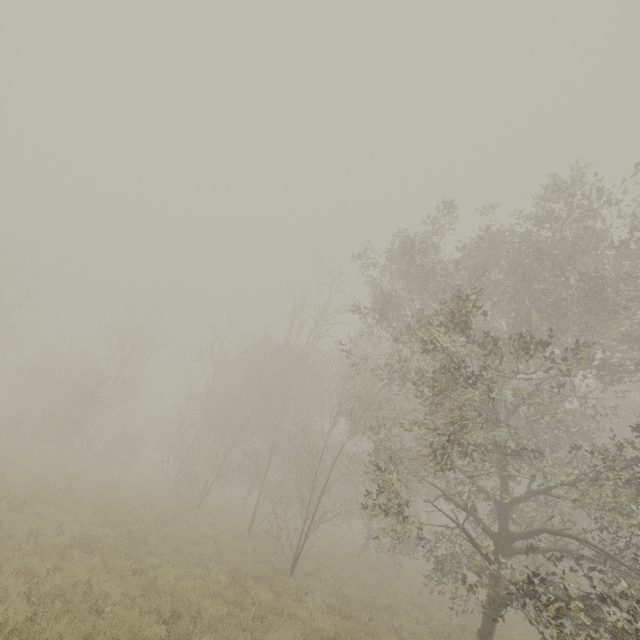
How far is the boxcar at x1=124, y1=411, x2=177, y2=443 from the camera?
50.0 meters

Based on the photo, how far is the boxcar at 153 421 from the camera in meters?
50.0 m

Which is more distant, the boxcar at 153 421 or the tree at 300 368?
the boxcar at 153 421

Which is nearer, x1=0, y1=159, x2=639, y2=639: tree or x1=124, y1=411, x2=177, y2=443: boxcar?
x1=0, y1=159, x2=639, y2=639: tree

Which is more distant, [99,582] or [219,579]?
[219,579]
